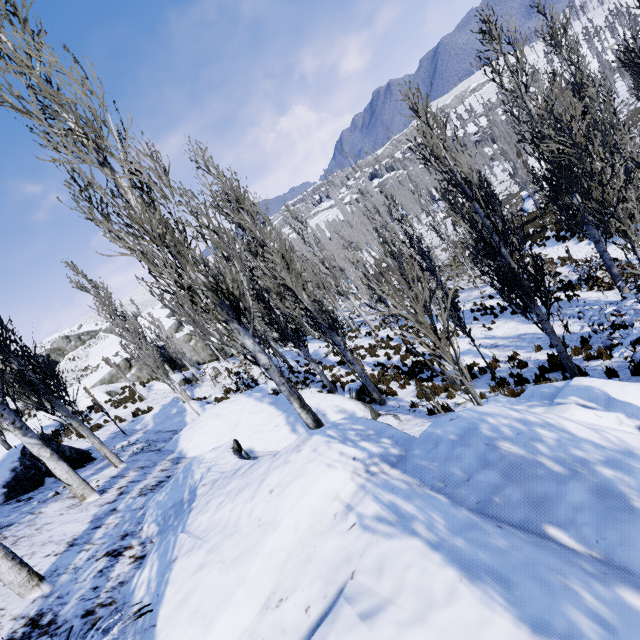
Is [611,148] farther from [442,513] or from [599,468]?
[442,513]

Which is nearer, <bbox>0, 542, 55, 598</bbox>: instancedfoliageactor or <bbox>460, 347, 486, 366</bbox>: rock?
<bbox>0, 542, 55, 598</bbox>: instancedfoliageactor

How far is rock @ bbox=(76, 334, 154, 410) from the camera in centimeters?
2461cm

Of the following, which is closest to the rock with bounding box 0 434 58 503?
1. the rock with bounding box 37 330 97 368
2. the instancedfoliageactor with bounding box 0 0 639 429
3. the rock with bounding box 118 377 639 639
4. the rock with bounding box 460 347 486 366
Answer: the instancedfoliageactor with bounding box 0 0 639 429

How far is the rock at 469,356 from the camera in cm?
1290

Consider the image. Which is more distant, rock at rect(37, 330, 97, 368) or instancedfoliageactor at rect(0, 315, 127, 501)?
rock at rect(37, 330, 97, 368)

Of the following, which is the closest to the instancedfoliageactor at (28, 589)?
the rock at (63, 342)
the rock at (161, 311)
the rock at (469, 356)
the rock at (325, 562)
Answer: the rock at (325, 562)

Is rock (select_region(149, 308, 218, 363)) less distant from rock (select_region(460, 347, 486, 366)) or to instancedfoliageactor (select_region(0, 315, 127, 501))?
instancedfoliageactor (select_region(0, 315, 127, 501))
